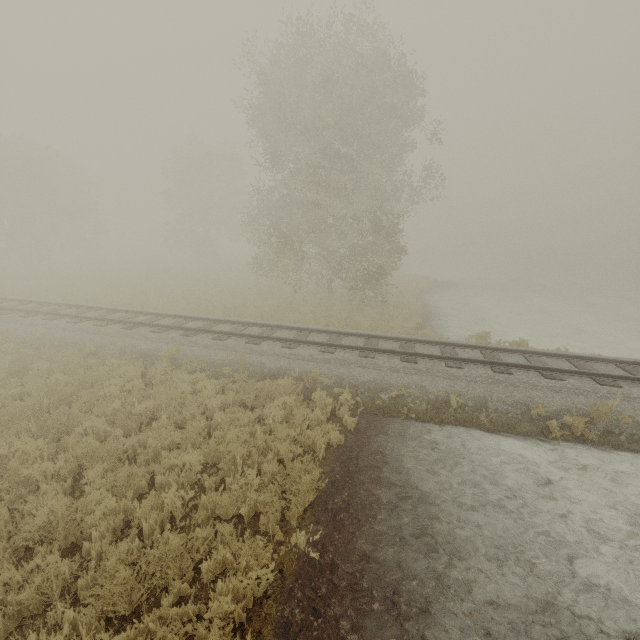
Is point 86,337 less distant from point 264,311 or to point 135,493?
point 264,311
